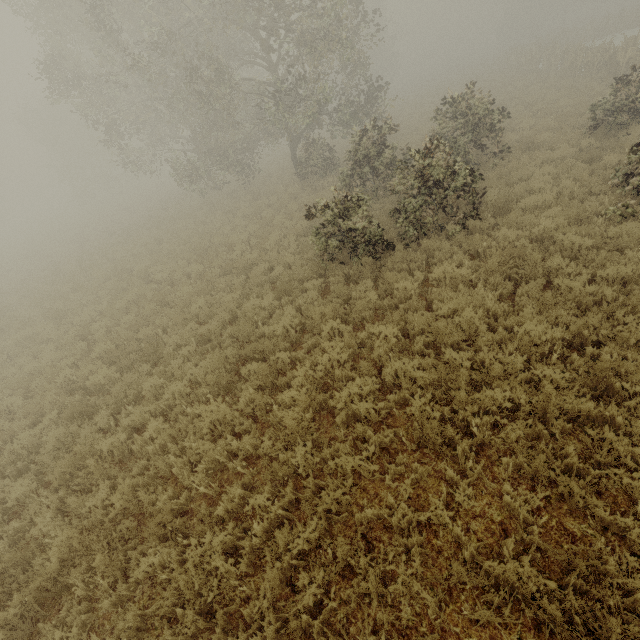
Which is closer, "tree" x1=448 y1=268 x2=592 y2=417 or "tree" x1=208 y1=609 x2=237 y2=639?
"tree" x1=208 y1=609 x2=237 y2=639

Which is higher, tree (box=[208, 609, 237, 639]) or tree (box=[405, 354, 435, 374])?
tree (box=[405, 354, 435, 374])

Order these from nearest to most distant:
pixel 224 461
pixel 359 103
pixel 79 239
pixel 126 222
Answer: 1. pixel 224 461
2. pixel 359 103
3. pixel 79 239
4. pixel 126 222

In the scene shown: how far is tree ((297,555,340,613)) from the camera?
3.7m

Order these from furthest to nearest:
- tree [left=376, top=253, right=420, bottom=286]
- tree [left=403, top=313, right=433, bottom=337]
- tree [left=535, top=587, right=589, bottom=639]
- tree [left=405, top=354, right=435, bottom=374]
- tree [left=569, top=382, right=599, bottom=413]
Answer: tree [left=376, top=253, right=420, bottom=286] → tree [left=403, top=313, right=433, bottom=337] → tree [left=405, top=354, right=435, bottom=374] → tree [left=569, top=382, right=599, bottom=413] → tree [left=535, top=587, right=589, bottom=639]

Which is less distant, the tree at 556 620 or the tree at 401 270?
the tree at 556 620

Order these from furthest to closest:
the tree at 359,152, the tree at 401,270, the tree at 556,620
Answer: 1. the tree at 359,152
2. the tree at 401,270
3. the tree at 556,620

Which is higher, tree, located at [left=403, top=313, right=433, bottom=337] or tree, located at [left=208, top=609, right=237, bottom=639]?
tree, located at [left=403, top=313, right=433, bottom=337]
